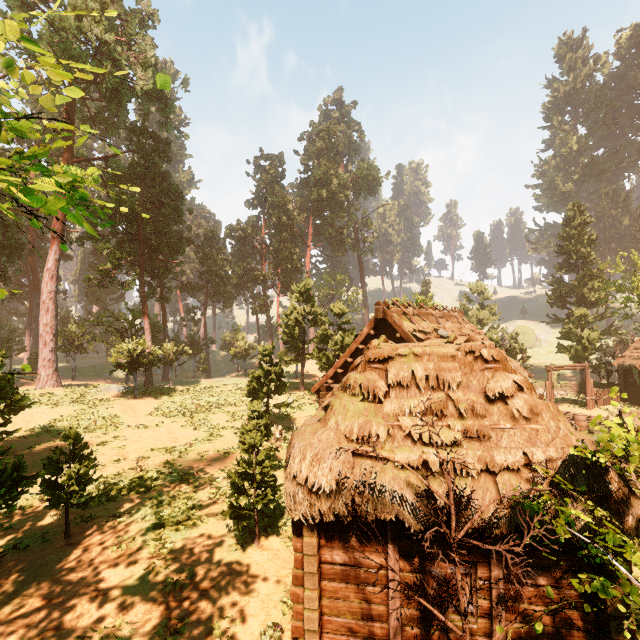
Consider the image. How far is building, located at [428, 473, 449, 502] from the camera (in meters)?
6.08

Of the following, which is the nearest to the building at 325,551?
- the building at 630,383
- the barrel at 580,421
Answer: the barrel at 580,421

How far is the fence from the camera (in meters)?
26.27

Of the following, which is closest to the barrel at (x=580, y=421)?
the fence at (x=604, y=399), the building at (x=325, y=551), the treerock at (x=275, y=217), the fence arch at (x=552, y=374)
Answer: the building at (x=325, y=551)

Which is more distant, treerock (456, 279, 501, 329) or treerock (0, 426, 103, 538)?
treerock (456, 279, 501, 329)

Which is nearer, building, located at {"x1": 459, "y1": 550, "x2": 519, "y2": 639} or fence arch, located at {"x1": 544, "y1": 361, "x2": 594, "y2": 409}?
building, located at {"x1": 459, "y1": 550, "x2": 519, "y2": 639}

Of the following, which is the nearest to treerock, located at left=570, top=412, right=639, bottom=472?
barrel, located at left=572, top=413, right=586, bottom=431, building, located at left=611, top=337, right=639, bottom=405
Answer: building, located at left=611, top=337, right=639, bottom=405

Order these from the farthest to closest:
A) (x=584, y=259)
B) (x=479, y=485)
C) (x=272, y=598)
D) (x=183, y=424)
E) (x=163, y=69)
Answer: (x=584, y=259) < (x=163, y=69) < (x=183, y=424) < (x=272, y=598) < (x=479, y=485)
